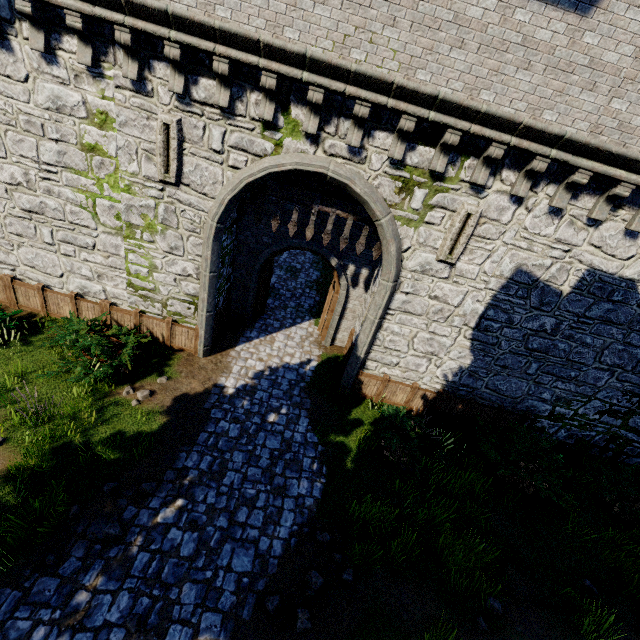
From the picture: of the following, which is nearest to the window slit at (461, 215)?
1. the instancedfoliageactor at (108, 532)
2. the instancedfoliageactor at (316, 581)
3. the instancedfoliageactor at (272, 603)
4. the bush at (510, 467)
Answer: the bush at (510, 467)

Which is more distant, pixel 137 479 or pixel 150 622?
pixel 137 479

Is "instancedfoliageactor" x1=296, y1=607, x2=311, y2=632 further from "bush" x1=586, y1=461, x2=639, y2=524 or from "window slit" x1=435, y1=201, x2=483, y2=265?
"window slit" x1=435, y1=201, x2=483, y2=265

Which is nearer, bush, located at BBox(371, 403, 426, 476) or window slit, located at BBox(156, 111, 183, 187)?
window slit, located at BBox(156, 111, 183, 187)

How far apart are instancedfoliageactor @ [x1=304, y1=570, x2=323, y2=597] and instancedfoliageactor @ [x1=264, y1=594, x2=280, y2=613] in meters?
0.5

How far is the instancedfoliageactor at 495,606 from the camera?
6.41m

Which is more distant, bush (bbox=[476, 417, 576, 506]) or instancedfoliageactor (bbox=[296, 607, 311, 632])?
bush (bbox=[476, 417, 576, 506])

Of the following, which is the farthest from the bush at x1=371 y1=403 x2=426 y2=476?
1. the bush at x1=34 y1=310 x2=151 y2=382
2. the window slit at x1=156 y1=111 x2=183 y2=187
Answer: the window slit at x1=156 y1=111 x2=183 y2=187
